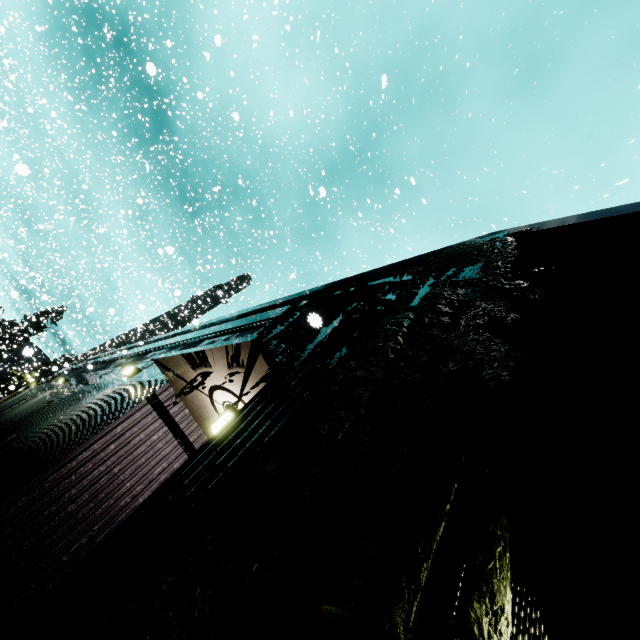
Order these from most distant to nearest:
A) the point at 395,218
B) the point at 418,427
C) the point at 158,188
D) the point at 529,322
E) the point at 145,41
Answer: the point at 158,188, the point at 145,41, the point at 395,218, the point at 529,322, the point at 418,427

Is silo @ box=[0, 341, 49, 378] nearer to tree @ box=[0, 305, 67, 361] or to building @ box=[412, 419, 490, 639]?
tree @ box=[0, 305, 67, 361]

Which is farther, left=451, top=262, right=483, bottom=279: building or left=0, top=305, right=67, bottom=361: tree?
left=0, top=305, right=67, bottom=361: tree

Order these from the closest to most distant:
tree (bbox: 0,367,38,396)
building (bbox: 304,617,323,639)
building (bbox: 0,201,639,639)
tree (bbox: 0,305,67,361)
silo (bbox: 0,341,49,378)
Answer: building (bbox: 304,617,323,639)
building (bbox: 0,201,639,639)
silo (bbox: 0,341,49,378)
tree (bbox: 0,305,67,361)
tree (bbox: 0,367,38,396)

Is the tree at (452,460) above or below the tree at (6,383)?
below

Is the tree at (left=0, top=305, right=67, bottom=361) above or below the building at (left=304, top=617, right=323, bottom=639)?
above

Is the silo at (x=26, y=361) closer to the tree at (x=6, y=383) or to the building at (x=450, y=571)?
the tree at (x=6, y=383)
